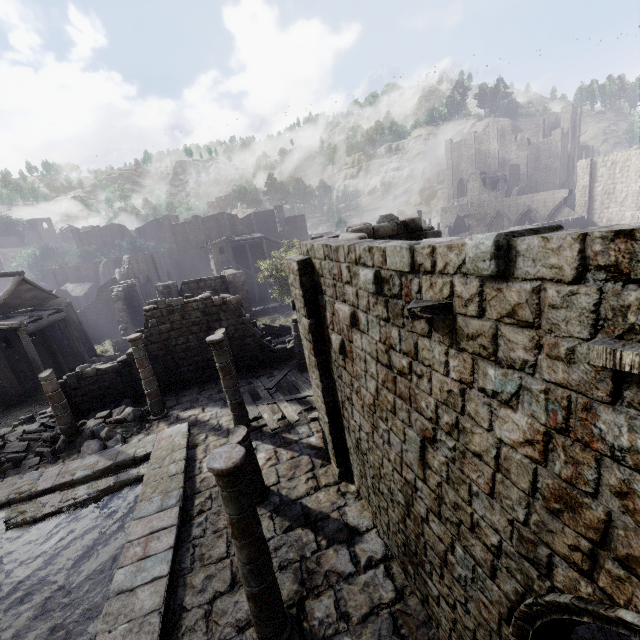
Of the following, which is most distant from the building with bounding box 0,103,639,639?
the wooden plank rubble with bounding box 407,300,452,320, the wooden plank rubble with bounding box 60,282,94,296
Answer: the wooden plank rubble with bounding box 60,282,94,296

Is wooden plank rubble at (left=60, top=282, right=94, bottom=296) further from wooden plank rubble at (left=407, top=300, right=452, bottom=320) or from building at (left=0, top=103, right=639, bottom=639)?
wooden plank rubble at (left=407, top=300, right=452, bottom=320)

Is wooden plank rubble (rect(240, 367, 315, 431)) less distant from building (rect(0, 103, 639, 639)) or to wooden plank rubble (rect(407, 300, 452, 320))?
building (rect(0, 103, 639, 639))

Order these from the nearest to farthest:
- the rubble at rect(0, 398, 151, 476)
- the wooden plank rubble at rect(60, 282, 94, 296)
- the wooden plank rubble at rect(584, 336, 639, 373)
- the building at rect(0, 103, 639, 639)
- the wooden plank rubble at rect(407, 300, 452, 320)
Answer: the wooden plank rubble at rect(584, 336, 639, 373) → the building at rect(0, 103, 639, 639) → the wooden plank rubble at rect(407, 300, 452, 320) → the rubble at rect(0, 398, 151, 476) → the wooden plank rubble at rect(60, 282, 94, 296)

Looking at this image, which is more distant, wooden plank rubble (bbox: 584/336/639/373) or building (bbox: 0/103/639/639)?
building (bbox: 0/103/639/639)

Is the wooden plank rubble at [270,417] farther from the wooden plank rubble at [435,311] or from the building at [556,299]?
the wooden plank rubble at [435,311]

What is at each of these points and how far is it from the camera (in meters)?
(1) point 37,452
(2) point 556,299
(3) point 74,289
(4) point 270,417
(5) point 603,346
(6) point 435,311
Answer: (1) rubble, 12.96
(2) building, 2.38
(3) wooden plank rubble, 49.50
(4) wooden plank rubble, 12.84
(5) wooden plank rubble, 2.02
(6) wooden plank rubble, 3.59

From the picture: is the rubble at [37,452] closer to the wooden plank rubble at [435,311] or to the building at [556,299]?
the building at [556,299]
